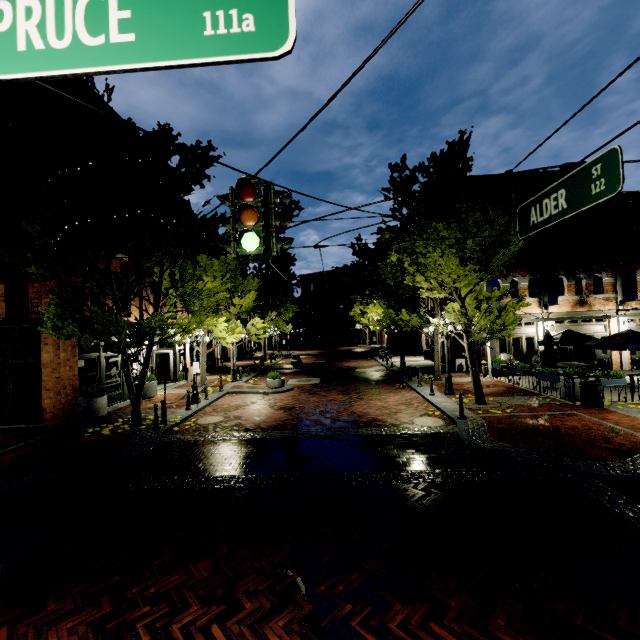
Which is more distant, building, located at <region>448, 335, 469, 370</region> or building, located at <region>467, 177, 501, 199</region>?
building, located at <region>467, 177, 501, 199</region>

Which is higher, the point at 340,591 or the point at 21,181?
the point at 21,181

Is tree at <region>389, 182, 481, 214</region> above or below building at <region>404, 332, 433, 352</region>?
above

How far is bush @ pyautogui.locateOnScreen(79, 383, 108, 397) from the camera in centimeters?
1284cm

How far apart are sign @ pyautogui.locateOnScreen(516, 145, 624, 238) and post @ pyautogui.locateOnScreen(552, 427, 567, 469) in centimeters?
488cm

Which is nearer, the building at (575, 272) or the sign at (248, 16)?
the sign at (248, 16)

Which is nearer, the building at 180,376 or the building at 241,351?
the building at 180,376

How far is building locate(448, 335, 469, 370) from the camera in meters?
22.0 m
